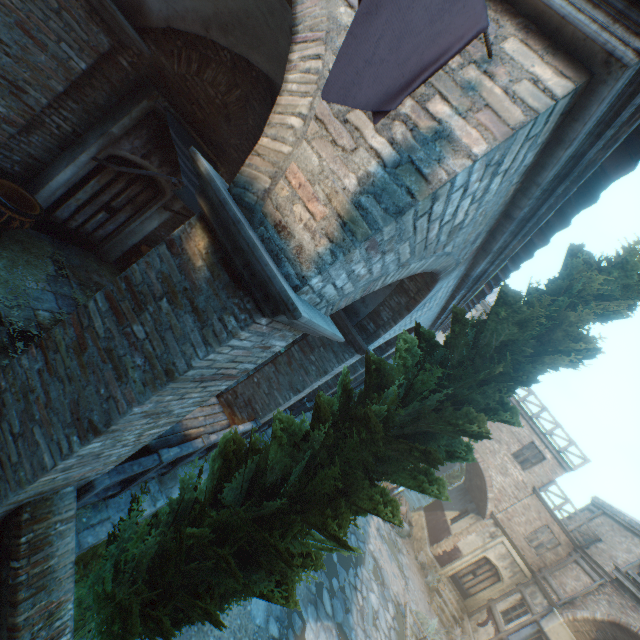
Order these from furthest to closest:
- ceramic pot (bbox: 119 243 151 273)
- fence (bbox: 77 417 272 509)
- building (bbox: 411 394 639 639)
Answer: building (bbox: 411 394 639 639), ceramic pot (bbox: 119 243 151 273), fence (bbox: 77 417 272 509)

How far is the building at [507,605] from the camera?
14.3m

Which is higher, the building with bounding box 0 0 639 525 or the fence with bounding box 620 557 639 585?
the fence with bounding box 620 557 639 585

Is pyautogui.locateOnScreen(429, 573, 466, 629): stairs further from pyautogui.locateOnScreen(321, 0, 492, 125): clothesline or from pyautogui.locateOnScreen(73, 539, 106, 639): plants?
pyautogui.locateOnScreen(321, 0, 492, 125): clothesline

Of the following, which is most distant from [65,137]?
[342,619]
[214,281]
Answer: [342,619]

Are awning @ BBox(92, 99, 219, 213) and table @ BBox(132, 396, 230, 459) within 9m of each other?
yes

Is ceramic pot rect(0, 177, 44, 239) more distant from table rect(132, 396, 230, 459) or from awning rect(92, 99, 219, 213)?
table rect(132, 396, 230, 459)

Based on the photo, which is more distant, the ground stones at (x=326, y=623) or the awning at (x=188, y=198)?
the ground stones at (x=326, y=623)
